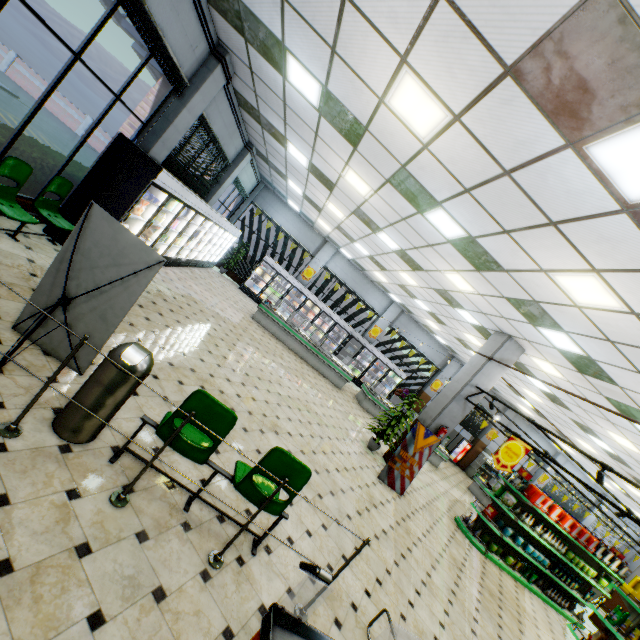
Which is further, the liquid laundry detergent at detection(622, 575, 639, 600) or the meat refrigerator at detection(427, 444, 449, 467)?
the meat refrigerator at detection(427, 444, 449, 467)

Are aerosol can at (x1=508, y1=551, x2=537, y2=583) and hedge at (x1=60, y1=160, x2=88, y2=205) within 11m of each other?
no

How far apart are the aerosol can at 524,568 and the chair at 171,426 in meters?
9.6

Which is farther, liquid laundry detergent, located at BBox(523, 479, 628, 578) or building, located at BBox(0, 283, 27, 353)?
liquid laundry detergent, located at BBox(523, 479, 628, 578)

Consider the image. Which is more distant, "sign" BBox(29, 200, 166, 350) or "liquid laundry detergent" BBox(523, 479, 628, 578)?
"liquid laundry detergent" BBox(523, 479, 628, 578)

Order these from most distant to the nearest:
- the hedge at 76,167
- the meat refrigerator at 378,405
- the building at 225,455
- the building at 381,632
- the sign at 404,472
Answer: the meat refrigerator at 378,405, the sign at 404,472, the hedge at 76,167, the building at 225,455, the building at 381,632

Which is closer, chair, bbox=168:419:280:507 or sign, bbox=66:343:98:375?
chair, bbox=168:419:280:507

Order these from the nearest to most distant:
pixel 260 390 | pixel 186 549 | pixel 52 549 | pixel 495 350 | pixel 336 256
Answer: pixel 52 549
pixel 186 549
pixel 260 390
pixel 495 350
pixel 336 256
